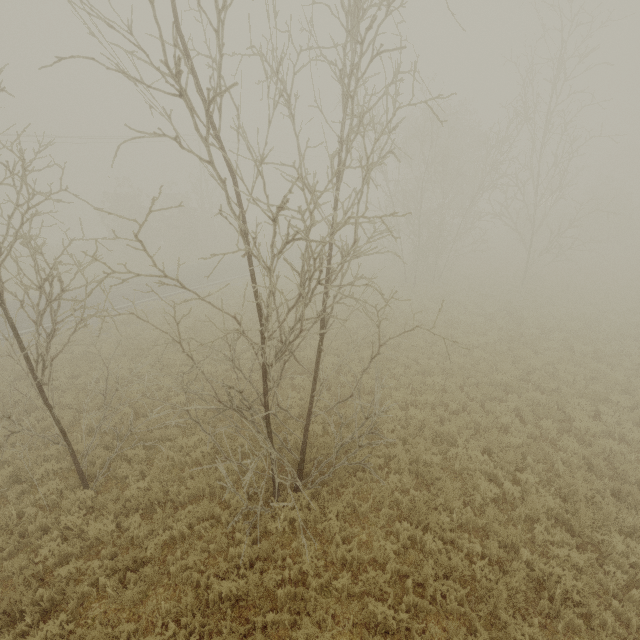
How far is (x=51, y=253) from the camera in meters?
32.4 m
